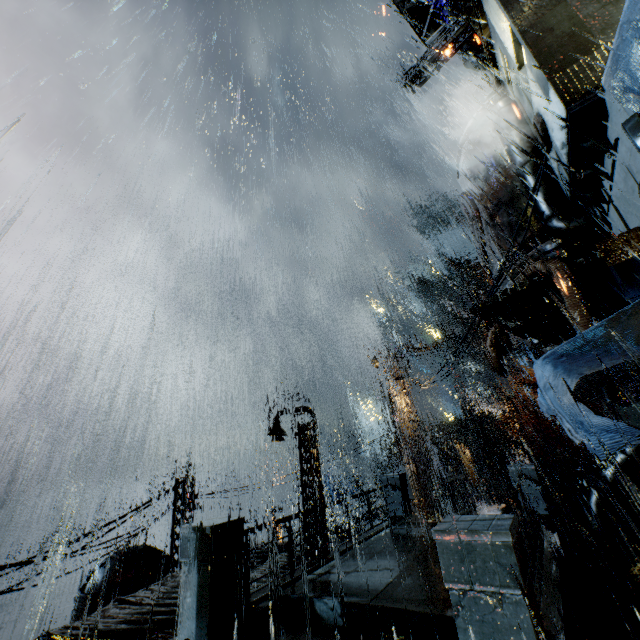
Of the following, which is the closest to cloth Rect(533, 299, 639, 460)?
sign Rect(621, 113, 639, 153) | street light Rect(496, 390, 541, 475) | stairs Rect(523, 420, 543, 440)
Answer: sign Rect(621, 113, 639, 153)

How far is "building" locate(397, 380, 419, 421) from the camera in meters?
19.8

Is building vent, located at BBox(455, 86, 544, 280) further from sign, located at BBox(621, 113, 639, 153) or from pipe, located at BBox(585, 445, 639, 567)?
sign, located at BBox(621, 113, 639, 153)

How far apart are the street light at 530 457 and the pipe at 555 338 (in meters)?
11.53

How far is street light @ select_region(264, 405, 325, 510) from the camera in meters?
16.1 m

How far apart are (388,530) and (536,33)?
14.52m

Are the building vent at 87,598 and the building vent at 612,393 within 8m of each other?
no

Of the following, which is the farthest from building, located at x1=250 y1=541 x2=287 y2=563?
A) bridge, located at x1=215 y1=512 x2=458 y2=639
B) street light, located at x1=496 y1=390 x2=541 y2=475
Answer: street light, located at x1=496 y1=390 x2=541 y2=475
